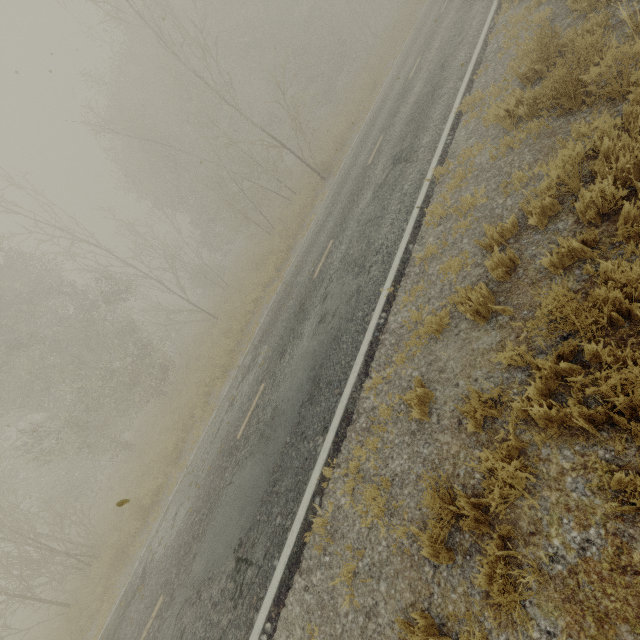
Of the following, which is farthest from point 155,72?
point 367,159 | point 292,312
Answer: point 292,312

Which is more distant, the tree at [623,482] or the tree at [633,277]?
the tree at [633,277]

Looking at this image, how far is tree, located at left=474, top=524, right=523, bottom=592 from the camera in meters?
2.5

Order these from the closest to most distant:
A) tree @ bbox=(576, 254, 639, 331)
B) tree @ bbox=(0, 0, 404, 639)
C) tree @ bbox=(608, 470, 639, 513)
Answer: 1. tree @ bbox=(608, 470, 639, 513)
2. tree @ bbox=(576, 254, 639, 331)
3. tree @ bbox=(0, 0, 404, 639)

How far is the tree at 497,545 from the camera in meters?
2.5

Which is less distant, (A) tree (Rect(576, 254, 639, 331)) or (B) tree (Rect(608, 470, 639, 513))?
(B) tree (Rect(608, 470, 639, 513))
